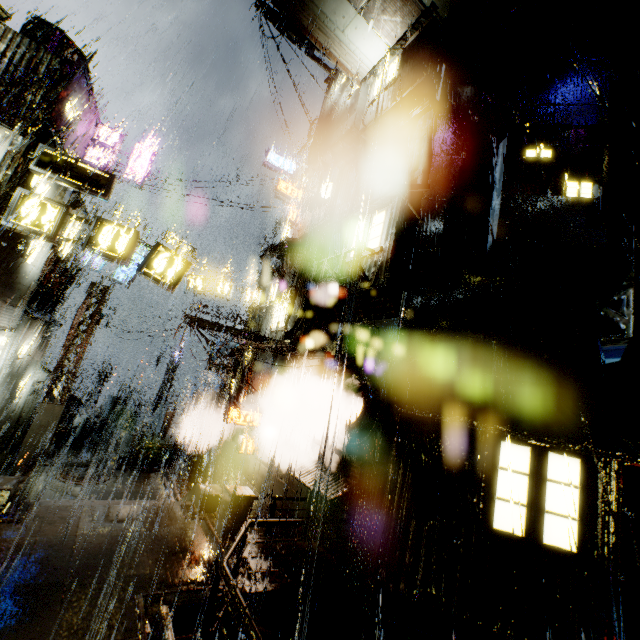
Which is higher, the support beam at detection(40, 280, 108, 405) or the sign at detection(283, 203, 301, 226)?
the sign at detection(283, 203, 301, 226)

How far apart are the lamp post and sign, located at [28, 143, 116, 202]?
10.8m

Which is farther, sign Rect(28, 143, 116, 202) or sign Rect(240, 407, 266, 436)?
sign Rect(240, 407, 266, 436)

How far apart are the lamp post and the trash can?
20.4m

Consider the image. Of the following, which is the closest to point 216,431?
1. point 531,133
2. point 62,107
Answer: point 62,107

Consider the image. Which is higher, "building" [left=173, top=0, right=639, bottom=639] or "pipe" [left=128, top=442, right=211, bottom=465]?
"building" [left=173, top=0, right=639, bottom=639]

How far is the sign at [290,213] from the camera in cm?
1861

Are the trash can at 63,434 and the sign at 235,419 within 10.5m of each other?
no
